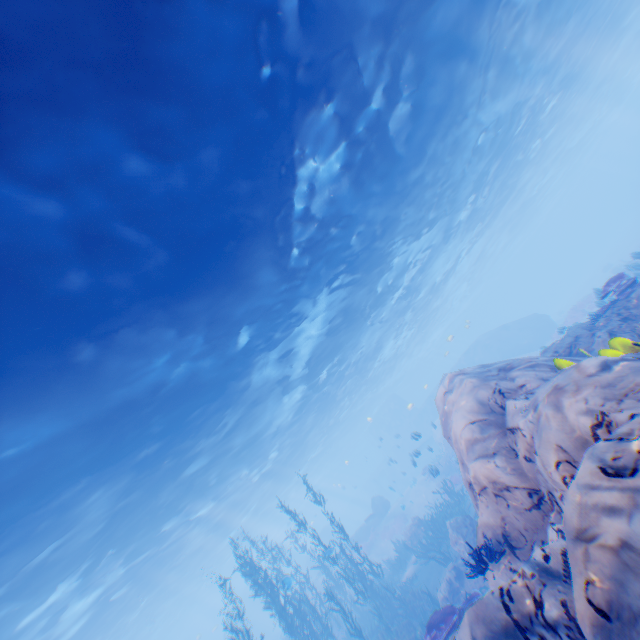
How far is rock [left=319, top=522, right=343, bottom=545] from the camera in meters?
41.4

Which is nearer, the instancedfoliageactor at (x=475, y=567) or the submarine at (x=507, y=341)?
the instancedfoliageactor at (x=475, y=567)

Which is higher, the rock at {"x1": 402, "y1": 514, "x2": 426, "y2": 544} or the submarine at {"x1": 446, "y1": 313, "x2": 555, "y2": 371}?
the submarine at {"x1": 446, "y1": 313, "x2": 555, "y2": 371}

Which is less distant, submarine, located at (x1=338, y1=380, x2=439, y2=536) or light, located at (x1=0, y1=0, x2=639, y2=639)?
light, located at (x1=0, y1=0, x2=639, y2=639)

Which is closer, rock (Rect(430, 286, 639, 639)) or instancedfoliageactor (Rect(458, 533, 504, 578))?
rock (Rect(430, 286, 639, 639))

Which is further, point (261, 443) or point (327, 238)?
point (261, 443)

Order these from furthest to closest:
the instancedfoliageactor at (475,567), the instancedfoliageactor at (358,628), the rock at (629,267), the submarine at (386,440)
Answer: the submarine at (386,440) < the rock at (629,267) < the instancedfoliageactor at (358,628) < the instancedfoliageactor at (475,567)

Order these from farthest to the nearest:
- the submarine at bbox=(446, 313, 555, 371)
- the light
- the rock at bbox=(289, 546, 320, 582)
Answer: the rock at bbox=(289, 546, 320, 582) < the submarine at bbox=(446, 313, 555, 371) < the light
